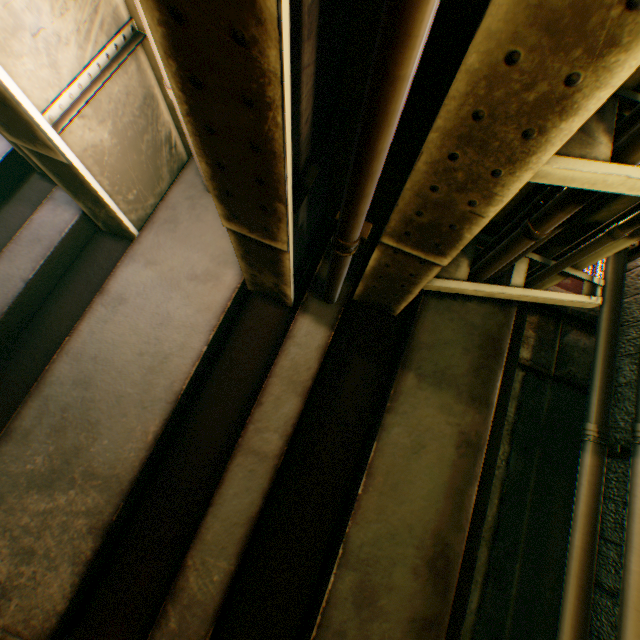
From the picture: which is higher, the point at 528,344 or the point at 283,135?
the point at 528,344

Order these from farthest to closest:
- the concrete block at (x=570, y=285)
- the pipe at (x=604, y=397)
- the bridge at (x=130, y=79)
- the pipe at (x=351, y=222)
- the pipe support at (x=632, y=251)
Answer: the concrete block at (x=570, y=285) < the pipe support at (x=632, y=251) < the pipe at (x=604, y=397) < the bridge at (x=130, y=79) < the pipe at (x=351, y=222)

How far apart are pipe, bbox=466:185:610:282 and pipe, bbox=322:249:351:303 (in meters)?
1.55

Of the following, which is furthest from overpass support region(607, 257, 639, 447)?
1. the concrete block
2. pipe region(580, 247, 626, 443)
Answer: the concrete block

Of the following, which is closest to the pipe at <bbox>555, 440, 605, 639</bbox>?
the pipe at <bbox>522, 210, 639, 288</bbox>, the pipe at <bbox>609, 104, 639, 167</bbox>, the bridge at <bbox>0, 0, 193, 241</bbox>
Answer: the pipe at <bbox>522, 210, 639, 288</bbox>

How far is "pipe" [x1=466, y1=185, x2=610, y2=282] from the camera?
2.5m

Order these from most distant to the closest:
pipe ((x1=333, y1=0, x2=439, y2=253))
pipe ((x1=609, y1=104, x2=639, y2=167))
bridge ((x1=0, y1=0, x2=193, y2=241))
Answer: bridge ((x1=0, y1=0, x2=193, y2=241)), pipe ((x1=609, y1=104, x2=639, y2=167)), pipe ((x1=333, y1=0, x2=439, y2=253))

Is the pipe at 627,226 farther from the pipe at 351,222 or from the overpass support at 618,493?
the pipe at 351,222
